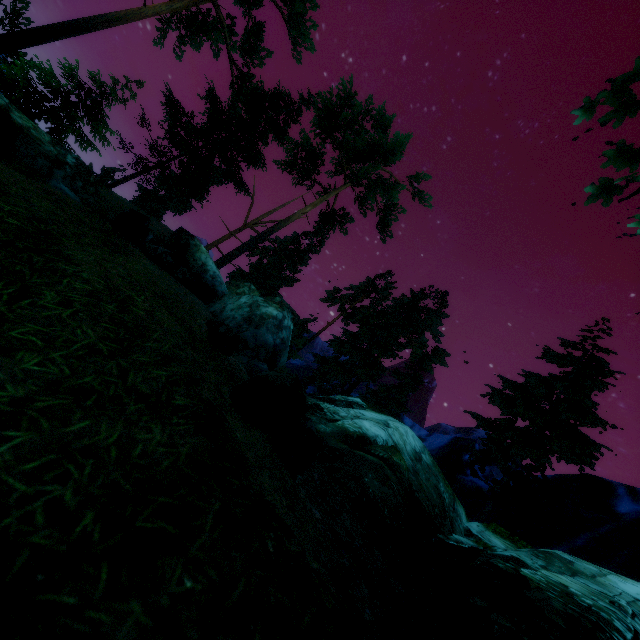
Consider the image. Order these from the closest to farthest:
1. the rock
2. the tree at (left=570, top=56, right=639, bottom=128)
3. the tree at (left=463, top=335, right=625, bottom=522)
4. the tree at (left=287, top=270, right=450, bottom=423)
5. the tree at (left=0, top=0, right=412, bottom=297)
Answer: the tree at (left=570, top=56, right=639, bottom=128), the rock, the tree at (left=463, top=335, right=625, bottom=522), the tree at (left=0, top=0, right=412, bottom=297), the tree at (left=287, top=270, right=450, bottom=423)

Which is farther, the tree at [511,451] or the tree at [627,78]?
the tree at [511,451]

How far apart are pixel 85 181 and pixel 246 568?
18.10m

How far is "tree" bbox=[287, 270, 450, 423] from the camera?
25.84m

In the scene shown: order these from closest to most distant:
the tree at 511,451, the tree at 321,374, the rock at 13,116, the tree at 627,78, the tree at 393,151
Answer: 1. the tree at 627,78
2. the rock at 13,116
3. the tree at 511,451
4. the tree at 393,151
5. the tree at 321,374

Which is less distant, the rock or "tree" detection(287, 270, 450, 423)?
the rock

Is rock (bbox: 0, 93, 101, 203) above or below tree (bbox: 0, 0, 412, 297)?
below
